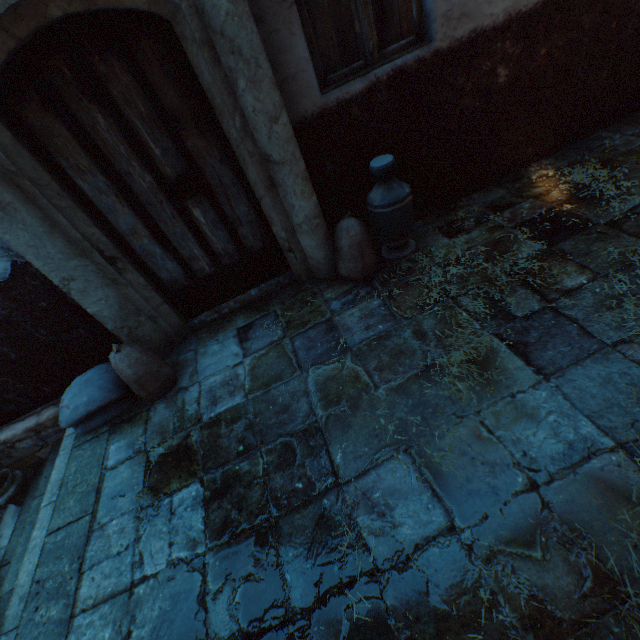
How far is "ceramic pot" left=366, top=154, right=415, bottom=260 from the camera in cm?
273

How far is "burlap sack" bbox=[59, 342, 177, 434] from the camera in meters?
2.7

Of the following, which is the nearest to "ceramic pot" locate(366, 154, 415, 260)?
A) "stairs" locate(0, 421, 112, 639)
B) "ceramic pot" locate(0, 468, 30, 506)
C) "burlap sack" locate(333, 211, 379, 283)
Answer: "burlap sack" locate(333, 211, 379, 283)

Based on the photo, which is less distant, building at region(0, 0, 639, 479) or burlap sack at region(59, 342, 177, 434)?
building at region(0, 0, 639, 479)

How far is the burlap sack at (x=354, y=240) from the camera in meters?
3.0 m

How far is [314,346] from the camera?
2.82m

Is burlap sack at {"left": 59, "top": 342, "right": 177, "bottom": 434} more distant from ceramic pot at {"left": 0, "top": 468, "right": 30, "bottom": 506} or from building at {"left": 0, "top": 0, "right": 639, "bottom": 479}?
ceramic pot at {"left": 0, "top": 468, "right": 30, "bottom": 506}

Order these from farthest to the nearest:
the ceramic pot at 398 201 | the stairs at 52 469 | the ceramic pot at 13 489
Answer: the ceramic pot at 13 489, the ceramic pot at 398 201, the stairs at 52 469
